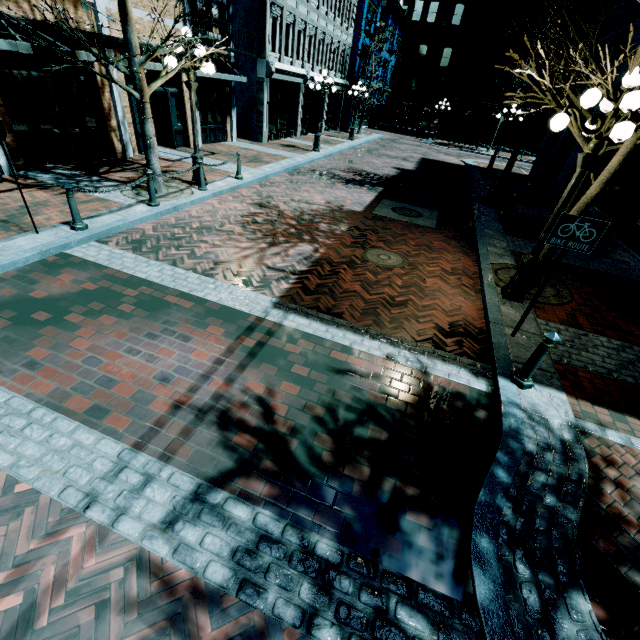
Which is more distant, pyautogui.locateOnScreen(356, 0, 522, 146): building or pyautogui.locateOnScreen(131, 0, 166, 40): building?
pyautogui.locateOnScreen(356, 0, 522, 146): building

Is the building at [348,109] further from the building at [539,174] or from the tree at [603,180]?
the tree at [603,180]

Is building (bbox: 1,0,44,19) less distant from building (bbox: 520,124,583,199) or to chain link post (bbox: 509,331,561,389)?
chain link post (bbox: 509,331,561,389)

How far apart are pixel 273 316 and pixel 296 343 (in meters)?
0.74

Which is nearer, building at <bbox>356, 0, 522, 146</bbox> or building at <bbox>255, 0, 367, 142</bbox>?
building at <bbox>255, 0, 367, 142</bbox>

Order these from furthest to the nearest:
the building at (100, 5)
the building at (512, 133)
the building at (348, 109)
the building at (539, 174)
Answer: the building at (512, 133) → the building at (348, 109) → the building at (539, 174) → the building at (100, 5)

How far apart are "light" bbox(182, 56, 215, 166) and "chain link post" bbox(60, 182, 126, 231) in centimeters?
397cm
